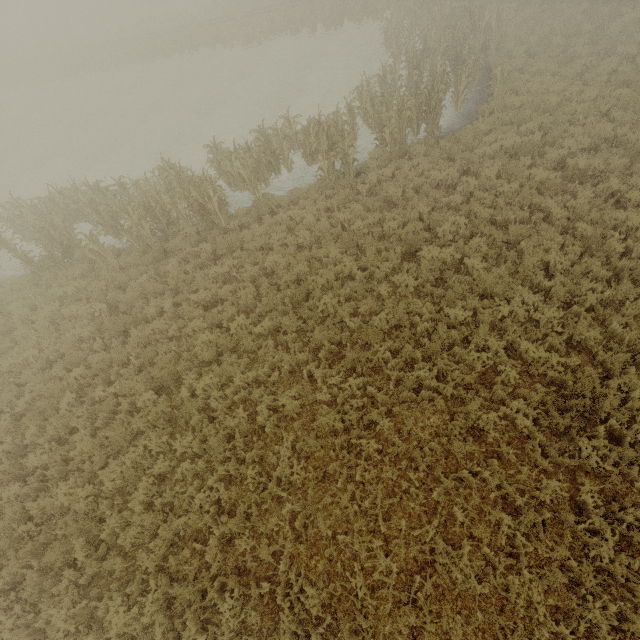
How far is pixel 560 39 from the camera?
14.55m
